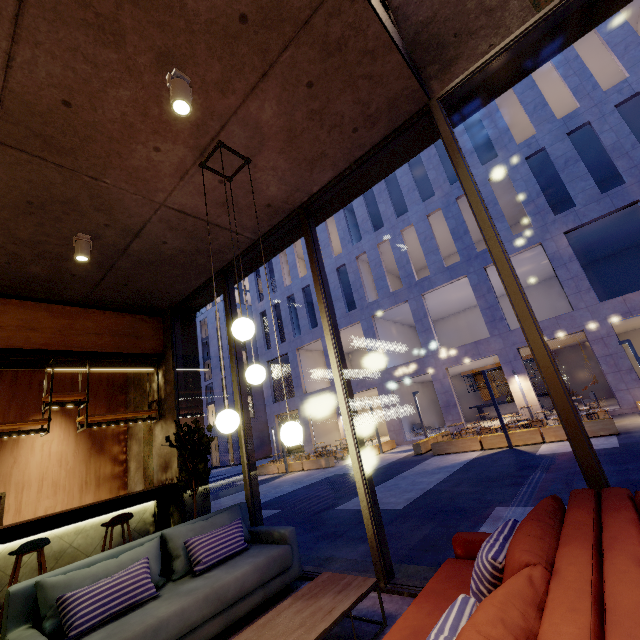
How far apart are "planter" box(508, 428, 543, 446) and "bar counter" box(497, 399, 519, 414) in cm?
1171

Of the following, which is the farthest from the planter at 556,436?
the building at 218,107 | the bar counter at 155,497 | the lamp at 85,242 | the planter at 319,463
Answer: the lamp at 85,242

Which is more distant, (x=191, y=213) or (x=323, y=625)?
(x=191, y=213)

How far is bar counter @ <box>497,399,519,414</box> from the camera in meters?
22.0 m

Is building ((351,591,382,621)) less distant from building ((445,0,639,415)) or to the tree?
the tree

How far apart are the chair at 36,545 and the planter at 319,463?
14.0m

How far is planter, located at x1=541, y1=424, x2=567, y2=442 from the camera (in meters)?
10.92

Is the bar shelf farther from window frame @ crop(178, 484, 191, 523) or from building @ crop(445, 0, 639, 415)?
building @ crop(445, 0, 639, 415)
